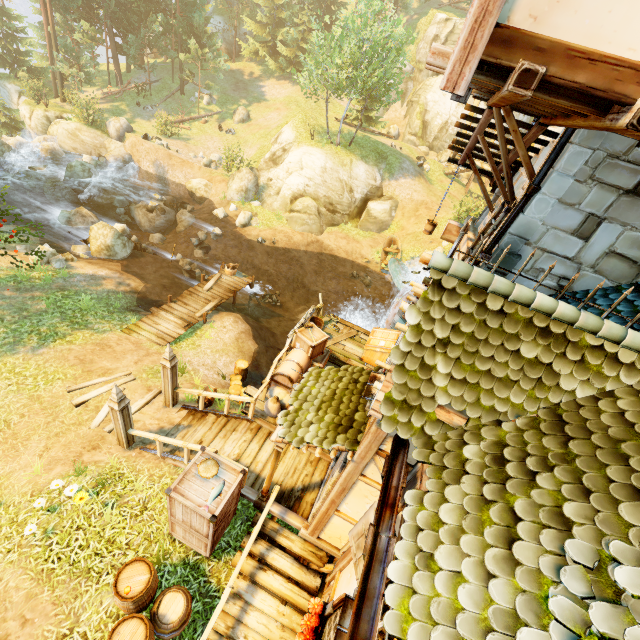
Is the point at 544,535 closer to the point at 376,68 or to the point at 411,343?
the point at 411,343

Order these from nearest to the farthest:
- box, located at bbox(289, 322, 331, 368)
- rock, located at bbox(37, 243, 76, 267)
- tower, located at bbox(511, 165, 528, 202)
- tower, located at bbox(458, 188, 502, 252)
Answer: tower, located at bbox(511, 165, 528, 202)
tower, located at bbox(458, 188, 502, 252)
box, located at bbox(289, 322, 331, 368)
rock, located at bbox(37, 243, 76, 267)

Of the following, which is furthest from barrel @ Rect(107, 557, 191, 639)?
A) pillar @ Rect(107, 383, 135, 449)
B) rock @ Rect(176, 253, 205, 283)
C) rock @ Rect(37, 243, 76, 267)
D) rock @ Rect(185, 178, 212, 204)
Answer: rock @ Rect(185, 178, 212, 204)

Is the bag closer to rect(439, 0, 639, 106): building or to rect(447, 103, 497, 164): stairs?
rect(439, 0, 639, 106): building

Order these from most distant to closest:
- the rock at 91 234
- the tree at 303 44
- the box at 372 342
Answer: the tree at 303 44
the rock at 91 234
the box at 372 342

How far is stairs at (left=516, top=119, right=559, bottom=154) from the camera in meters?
5.8 m

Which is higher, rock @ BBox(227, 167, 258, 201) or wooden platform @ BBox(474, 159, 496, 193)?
wooden platform @ BBox(474, 159, 496, 193)

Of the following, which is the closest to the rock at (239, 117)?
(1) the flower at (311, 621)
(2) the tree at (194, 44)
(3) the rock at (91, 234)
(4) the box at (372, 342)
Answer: (2) the tree at (194, 44)
